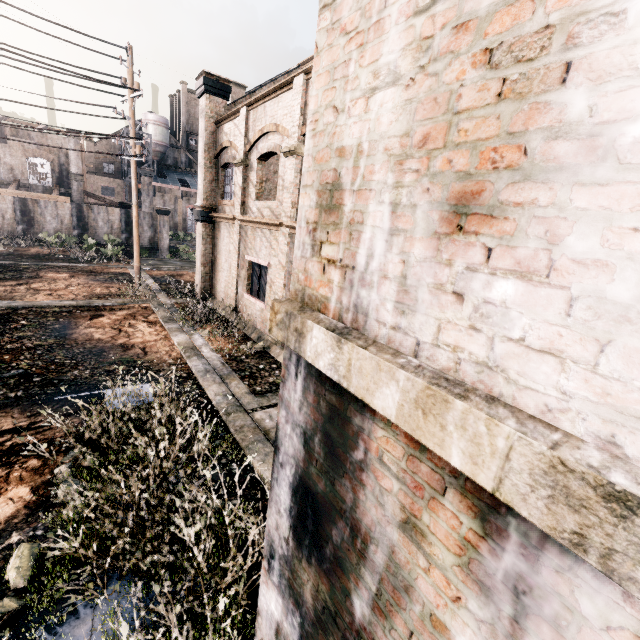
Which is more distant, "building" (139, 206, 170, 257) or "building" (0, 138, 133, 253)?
"building" (139, 206, 170, 257)

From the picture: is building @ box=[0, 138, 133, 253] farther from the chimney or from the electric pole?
the chimney

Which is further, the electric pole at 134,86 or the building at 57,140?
the building at 57,140

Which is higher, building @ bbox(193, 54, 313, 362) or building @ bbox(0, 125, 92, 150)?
building @ bbox(0, 125, 92, 150)

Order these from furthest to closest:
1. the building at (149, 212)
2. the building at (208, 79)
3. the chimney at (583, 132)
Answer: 1. the building at (149, 212)
2. the building at (208, 79)
3. the chimney at (583, 132)

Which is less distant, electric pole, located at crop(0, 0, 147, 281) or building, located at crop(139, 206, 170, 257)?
electric pole, located at crop(0, 0, 147, 281)

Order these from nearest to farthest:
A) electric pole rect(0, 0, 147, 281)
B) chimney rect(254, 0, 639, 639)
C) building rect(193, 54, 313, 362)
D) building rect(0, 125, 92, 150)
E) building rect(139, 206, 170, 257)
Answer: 1. chimney rect(254, 0, 639, 639)
2. building rect(193, 54, 313, 362)
3. electric pole rect(0, 0, 147, 281)
4. building rect(0, 125, 92, 150)
5. building rect(139, 206, 170, 257)

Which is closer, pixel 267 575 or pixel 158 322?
pixel 267 575
